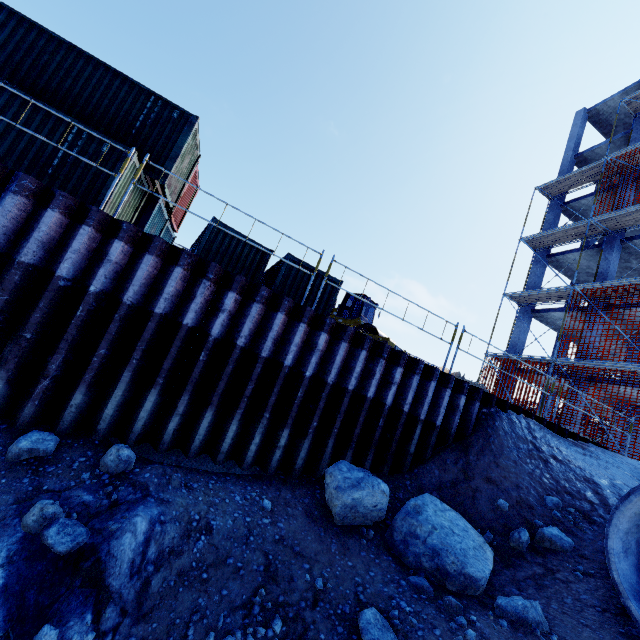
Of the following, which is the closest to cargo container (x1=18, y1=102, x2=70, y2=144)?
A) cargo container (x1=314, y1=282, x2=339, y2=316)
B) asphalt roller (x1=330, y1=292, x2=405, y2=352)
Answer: cargo container (x1=314, y1=282, x2=339, y2=316)

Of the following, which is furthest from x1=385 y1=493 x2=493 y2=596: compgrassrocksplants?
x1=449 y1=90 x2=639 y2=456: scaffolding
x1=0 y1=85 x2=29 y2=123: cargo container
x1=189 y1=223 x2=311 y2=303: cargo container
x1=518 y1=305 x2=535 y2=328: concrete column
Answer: x1=518 y1=305 x2=535 y2=328: concrete column

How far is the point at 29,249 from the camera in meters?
4.9

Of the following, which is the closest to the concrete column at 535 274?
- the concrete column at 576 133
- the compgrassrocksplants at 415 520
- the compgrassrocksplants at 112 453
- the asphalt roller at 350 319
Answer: the concrete column at 576 133

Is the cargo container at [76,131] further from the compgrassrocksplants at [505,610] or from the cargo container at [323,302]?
the compgrassrocksplants at [505,610]

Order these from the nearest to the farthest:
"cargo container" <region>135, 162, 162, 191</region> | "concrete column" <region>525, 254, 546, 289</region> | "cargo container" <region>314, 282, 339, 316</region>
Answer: "cargo container" <region>135, 162, 162, 191</region>
"cargo container" <region>314, 282, 339, 316</region>
"concrete column" <region>525, 254, 546, 289</region>

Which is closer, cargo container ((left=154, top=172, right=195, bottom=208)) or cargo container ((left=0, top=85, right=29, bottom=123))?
cargo container ((left=0, top=85, right=29, bottom=123))

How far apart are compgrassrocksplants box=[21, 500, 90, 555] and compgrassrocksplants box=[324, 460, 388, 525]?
Result: 3.3m
